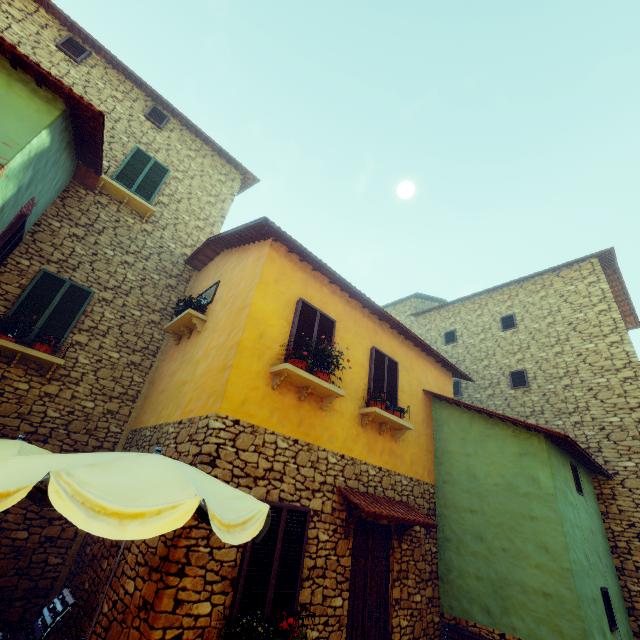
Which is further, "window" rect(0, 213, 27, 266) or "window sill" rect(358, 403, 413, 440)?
"window sill" rect(358, 403, 413, 440)

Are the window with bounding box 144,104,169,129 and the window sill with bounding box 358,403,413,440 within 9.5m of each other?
no

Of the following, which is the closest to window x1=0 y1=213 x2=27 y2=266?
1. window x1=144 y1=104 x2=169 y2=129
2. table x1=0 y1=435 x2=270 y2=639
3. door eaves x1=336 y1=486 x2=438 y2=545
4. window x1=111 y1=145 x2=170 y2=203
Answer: window x1=111 y1=145 x2=170 y2=203

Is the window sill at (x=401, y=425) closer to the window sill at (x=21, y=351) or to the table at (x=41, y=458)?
the table at (x=41, y=458)

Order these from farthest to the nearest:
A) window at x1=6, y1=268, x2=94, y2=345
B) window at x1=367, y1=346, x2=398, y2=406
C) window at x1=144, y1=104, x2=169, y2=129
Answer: window at x1=144, y1=104, x2=169, y2=129
window at x1=367, y1=346, x2=398, y2=406
window at x1=6, y1=268, x2=94, y2=345

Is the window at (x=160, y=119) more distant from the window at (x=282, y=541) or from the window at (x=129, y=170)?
the window at (x=282, y=541)

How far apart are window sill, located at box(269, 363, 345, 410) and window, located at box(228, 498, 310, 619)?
1.70m

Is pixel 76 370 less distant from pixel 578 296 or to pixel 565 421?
pixel 565 421
